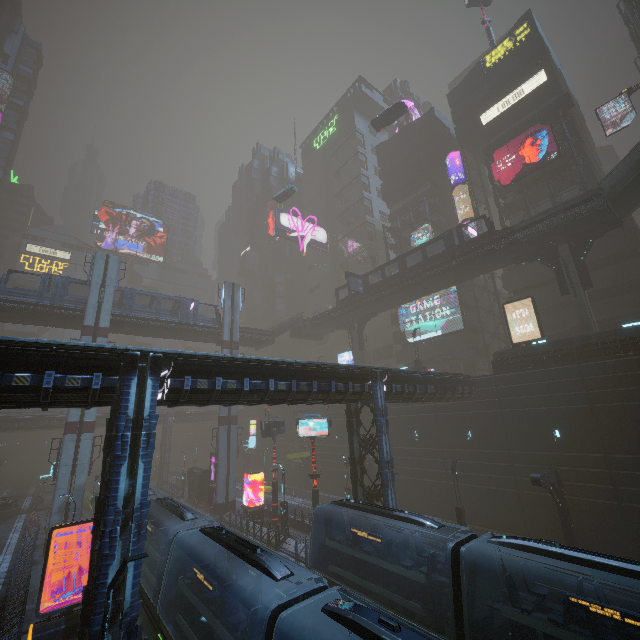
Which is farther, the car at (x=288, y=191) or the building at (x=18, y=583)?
the car at (x=288, y=191)

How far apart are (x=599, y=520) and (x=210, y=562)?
24.3 meters

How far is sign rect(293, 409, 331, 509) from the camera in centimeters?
2528cm

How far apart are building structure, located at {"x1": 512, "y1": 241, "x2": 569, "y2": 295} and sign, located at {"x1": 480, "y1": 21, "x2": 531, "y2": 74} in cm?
3054

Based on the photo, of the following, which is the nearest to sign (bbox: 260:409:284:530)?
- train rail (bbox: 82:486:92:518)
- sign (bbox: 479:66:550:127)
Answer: train rail (bbox: 82:486:92:518)

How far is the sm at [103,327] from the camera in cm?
3139

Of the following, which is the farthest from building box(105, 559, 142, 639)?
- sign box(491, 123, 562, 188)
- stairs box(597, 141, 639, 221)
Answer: stairs box(597, 141, 639, 221)
